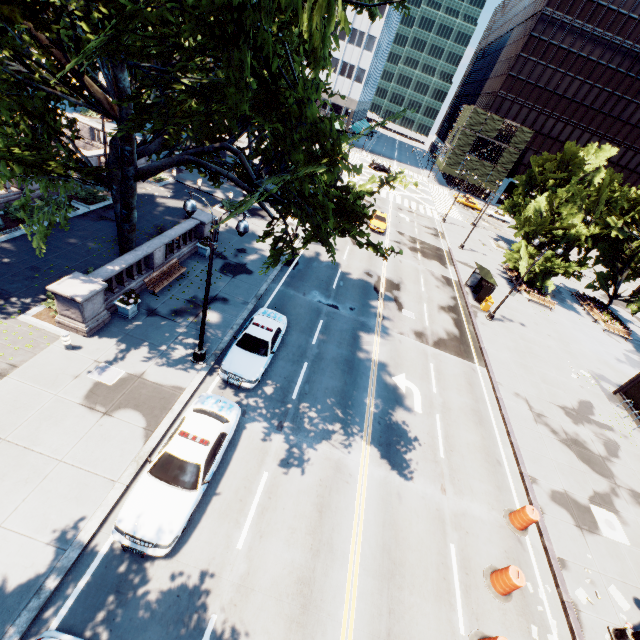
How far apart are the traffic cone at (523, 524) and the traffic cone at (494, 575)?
1.8 meters

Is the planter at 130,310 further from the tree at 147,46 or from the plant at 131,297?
the tree at 147,46

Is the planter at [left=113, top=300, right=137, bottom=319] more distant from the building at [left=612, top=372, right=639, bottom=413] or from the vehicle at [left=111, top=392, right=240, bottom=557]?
the building at [left=612, top=372, right=639, bottom=413]

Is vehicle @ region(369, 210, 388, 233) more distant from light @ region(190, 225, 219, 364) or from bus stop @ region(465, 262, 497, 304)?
light @ region(190, 225, 219, 364)

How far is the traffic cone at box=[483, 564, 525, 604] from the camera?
10.8m

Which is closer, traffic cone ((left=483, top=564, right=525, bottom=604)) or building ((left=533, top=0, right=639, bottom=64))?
traffic cone ((left=483, top=564, right=525, bottom=604))

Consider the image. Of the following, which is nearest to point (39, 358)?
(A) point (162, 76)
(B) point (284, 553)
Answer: (A) point (162, 76)

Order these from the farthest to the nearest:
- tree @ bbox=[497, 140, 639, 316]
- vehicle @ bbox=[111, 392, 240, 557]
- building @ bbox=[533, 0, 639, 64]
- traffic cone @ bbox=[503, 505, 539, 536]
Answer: building @ bbox=[533, 0, 639, 64] < tree @ bbox=[497, 140, 639, 316] < traffic cone @ bbox=[503, 505, 539, 536] < vehicle @ bbox=[111, 392, 240, 557]
